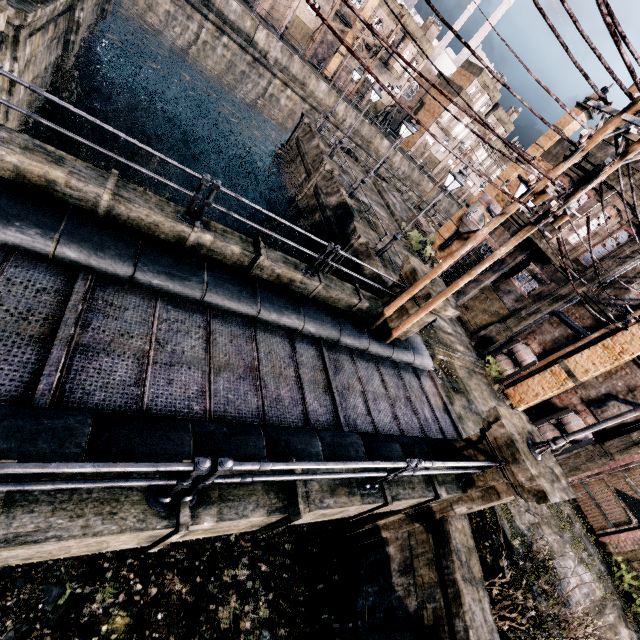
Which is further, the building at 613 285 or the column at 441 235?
the column at 441 235

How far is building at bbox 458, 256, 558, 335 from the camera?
19.4 meters

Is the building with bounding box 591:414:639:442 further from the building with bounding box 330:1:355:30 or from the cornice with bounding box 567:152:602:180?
the building with bounding box 330:1:355:30

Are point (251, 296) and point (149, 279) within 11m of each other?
yes

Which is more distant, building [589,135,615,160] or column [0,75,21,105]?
building [589,135,615,160]

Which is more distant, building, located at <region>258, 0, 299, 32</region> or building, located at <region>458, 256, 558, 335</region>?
building, located at <region>258, 0, 299, 32</region>

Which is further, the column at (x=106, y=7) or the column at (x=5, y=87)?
the column at (x=106, y=7)

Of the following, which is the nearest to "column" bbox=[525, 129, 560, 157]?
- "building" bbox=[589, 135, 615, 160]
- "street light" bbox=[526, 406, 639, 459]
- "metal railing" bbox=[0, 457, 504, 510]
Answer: "building" bbox=[589, 135, 615, 160]
